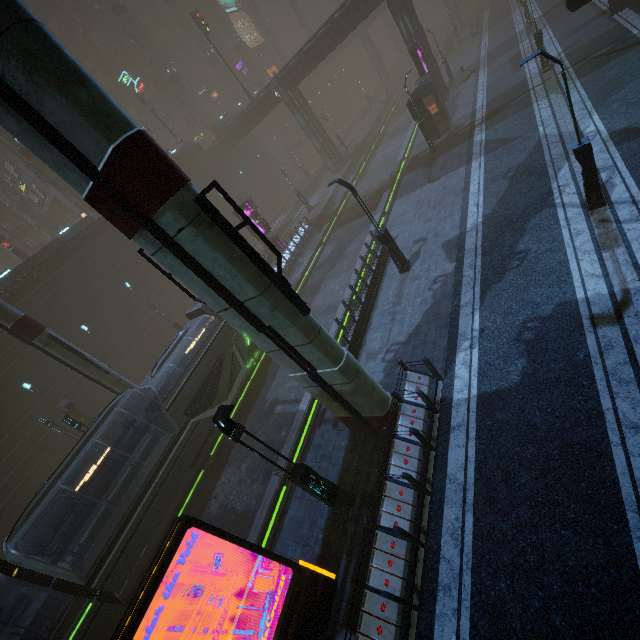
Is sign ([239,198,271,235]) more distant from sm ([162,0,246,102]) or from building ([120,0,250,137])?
sm ([162,0,246,102])

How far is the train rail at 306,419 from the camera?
14.0m

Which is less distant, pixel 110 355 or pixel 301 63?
pixel 110 355

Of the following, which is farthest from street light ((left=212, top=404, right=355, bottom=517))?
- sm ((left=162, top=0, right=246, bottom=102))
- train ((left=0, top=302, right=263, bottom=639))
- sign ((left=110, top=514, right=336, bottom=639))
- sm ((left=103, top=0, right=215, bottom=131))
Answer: sm ((left=162, top=0, right=246, bottom=102))

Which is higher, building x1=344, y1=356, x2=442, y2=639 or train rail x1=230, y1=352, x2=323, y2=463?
building x1=344, y1=356, x2=442, y2=639

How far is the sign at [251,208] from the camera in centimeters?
2756cm

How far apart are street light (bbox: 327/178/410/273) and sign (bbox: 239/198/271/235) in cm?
1482

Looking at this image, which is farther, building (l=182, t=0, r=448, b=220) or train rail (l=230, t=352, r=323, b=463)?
building (l=182, t=0, r=448, b=220)
